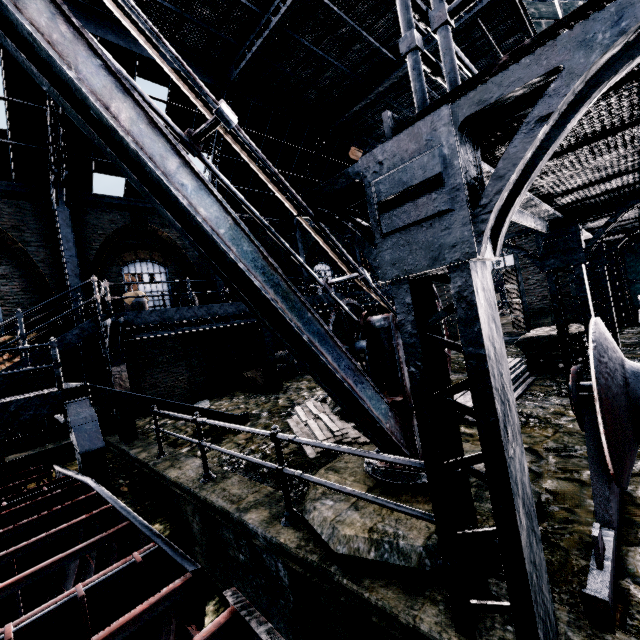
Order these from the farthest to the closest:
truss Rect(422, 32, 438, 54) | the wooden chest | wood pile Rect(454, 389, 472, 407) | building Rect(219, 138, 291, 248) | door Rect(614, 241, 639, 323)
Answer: building Rect(219, 138, 291, 248) < door Rect(614, 241, 639, 323) < truss Rect(422, 32, 438, 54) < the wooden chest < wood pile Rect(454, 389, 472, 407)

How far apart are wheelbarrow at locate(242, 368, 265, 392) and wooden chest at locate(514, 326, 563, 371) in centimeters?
974cm

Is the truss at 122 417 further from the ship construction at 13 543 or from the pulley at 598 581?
the ship construction at 13 543

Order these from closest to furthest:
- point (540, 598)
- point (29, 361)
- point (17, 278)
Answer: point (540, 598)
point (29, 361)
point (17, 278)

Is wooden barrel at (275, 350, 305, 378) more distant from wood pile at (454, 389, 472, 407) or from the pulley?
the pulley

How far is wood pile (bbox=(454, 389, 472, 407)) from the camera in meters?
6.9 m

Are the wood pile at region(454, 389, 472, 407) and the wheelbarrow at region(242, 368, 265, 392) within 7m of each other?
no

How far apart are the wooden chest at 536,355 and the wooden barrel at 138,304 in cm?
1329
